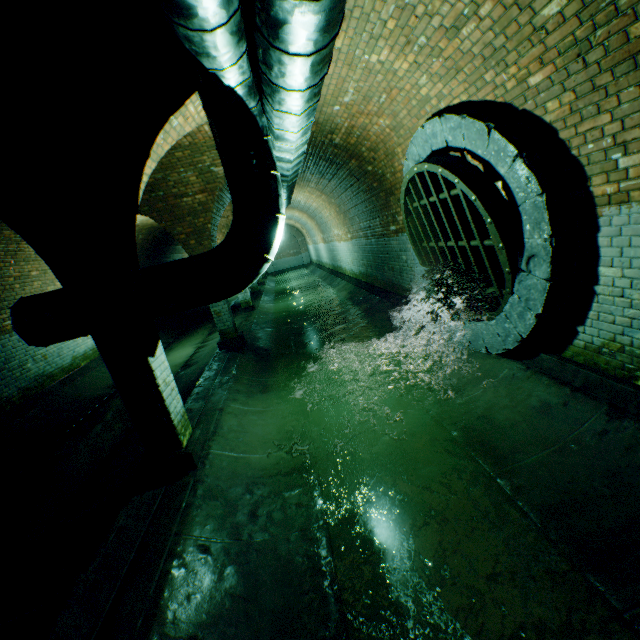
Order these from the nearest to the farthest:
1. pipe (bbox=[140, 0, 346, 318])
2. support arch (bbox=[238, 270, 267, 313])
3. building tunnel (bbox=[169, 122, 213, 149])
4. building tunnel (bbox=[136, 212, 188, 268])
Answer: pipe (bbox=[140, 0, 346, 318]) → building tunnel (bbox=[169, 122, 213, 149]) → building tunnel (bbox=[136, 212, 188, 268]) → support arch (bbox=[238, 270, 267, 313])

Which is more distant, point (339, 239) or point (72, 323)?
point (339, 239)

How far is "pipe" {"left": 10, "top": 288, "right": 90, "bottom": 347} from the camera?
3.6 meters

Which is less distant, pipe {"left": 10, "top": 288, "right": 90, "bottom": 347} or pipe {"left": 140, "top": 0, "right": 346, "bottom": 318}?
pipe {"left": 140, "top": 0, "right": 346, "bottom": 318}

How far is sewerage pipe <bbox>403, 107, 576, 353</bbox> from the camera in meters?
3.1 m

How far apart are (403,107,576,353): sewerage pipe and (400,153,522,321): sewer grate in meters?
0.0 m

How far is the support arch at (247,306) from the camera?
13.4 meters

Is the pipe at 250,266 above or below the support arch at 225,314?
above
